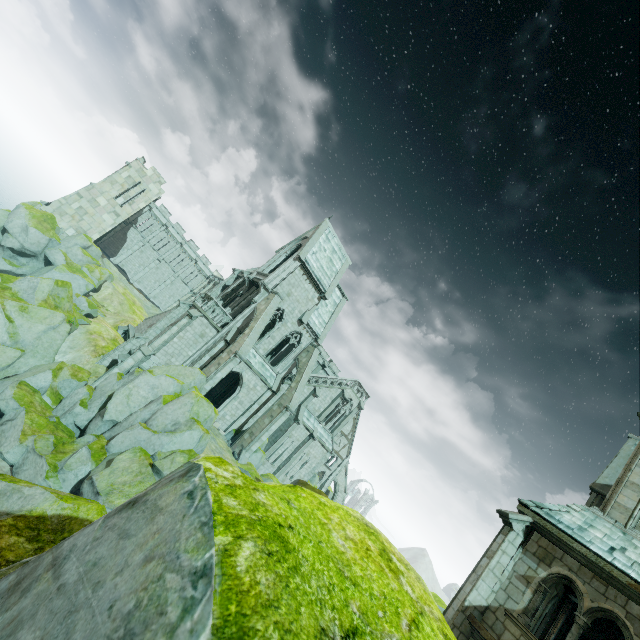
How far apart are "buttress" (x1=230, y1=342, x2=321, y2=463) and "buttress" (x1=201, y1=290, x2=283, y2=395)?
5.9 meters

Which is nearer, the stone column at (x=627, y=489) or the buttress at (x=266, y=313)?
the stone column at (x=627, y=489)

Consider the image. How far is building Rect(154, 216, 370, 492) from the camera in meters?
27.5

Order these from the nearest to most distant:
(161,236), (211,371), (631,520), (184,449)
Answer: (631,520) → (184,449) → (211,371) → (161,236)

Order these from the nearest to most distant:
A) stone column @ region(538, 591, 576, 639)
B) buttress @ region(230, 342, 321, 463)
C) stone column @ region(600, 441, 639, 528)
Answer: stone column @ region(600, 441, 639, 528) → stone column @ region(538, 591, 576, 639) → buttress @ region(230, 342, 321, 463)

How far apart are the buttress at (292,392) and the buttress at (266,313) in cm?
588

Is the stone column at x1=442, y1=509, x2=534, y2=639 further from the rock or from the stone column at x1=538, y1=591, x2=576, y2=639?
the stone column at x1=538, y1=591, x2=576, y2=639

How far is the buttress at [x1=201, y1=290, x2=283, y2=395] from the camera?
23.0 meters
